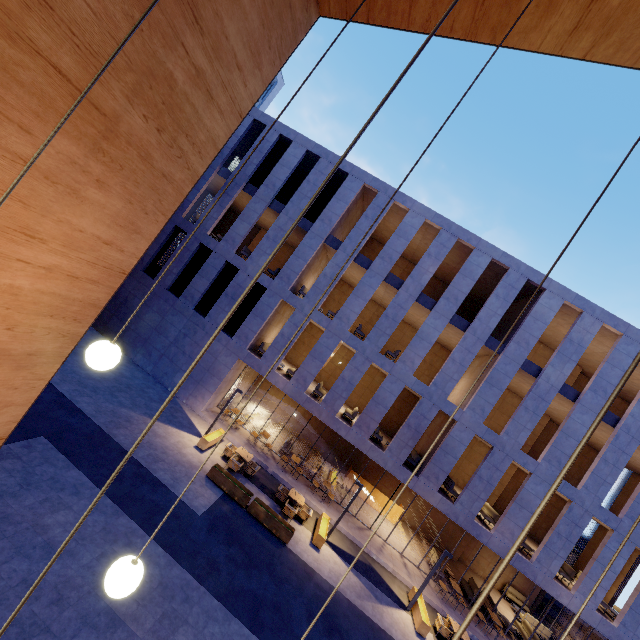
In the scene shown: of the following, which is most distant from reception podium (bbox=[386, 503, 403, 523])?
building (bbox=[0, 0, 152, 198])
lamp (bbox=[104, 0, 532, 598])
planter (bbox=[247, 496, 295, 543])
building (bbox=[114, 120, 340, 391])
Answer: lamp (bbox=[104, 0, 532, 598])

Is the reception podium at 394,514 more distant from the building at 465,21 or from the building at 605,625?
the building at 465,21

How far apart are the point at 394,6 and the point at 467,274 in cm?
1526

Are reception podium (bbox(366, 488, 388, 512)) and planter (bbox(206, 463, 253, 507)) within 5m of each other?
no

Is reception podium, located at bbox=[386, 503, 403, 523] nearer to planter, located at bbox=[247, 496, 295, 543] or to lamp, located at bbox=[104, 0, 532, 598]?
planter, located at bbox=[247, 496, 295, 543]

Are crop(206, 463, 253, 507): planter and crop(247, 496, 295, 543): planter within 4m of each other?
yes

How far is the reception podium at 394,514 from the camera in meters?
20.2

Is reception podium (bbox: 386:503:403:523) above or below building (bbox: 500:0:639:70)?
below
